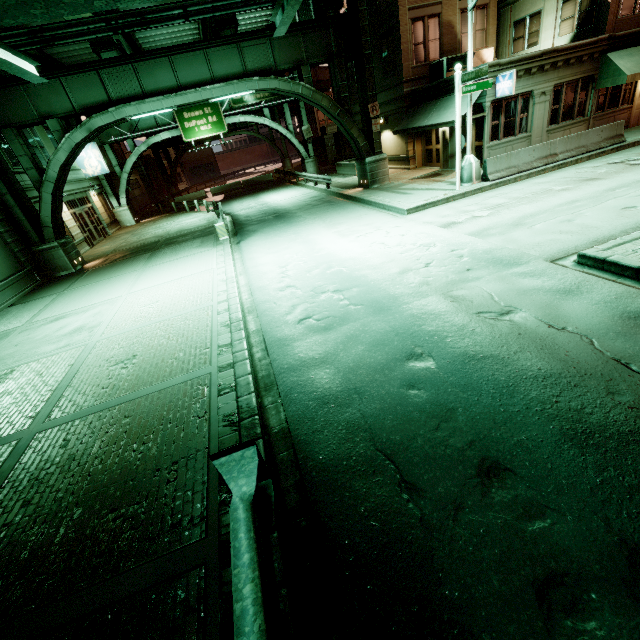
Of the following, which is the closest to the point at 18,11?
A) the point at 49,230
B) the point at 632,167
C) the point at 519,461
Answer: the point at 519,461

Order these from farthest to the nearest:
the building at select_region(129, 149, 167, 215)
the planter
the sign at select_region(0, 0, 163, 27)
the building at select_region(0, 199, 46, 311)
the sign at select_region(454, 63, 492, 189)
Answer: the building at select_region(129, 149, 167, 215) < the planter < the building at select_region(0, 199, 46, 311) < the sign at select_region(454, 63, 492, 189) < the sign at select_region(0, 0, 163, 27)

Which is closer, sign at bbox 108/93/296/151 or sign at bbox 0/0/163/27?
sign at bbox 0/0/163/27

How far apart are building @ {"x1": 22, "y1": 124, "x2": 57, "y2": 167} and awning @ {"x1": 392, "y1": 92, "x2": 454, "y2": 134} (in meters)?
22.70

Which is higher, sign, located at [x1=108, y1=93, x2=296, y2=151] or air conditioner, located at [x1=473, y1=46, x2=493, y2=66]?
sign, located at [x1=108, y1=93, x2=296, y2=151]

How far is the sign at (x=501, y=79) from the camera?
15.0 meters

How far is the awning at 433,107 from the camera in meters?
17.4 m

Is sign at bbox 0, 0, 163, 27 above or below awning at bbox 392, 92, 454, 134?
above
